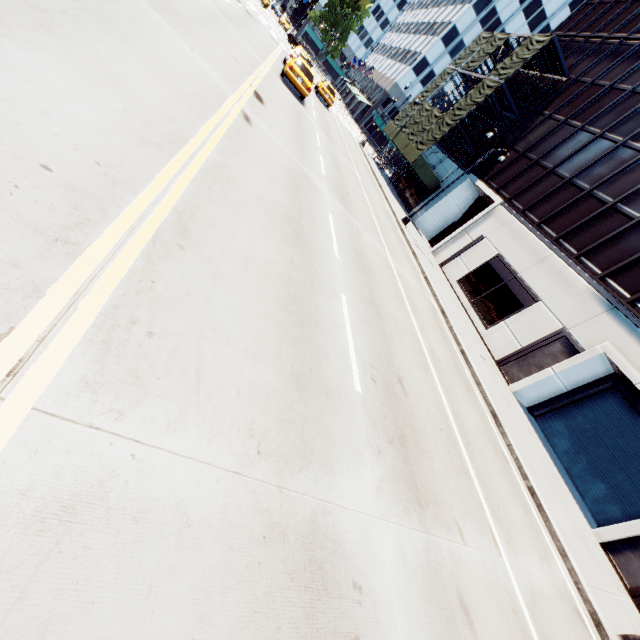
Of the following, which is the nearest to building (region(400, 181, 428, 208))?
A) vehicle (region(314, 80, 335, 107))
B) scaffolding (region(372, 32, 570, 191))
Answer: scaffolding (region(372, 32, 570, 191))

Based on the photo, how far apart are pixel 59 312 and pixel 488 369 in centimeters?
1628cm

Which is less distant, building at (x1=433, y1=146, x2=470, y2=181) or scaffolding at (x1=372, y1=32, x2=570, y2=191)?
scaffolding at (x1=372, y1=32, x2=570, y2=191)

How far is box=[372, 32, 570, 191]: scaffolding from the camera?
25.91m

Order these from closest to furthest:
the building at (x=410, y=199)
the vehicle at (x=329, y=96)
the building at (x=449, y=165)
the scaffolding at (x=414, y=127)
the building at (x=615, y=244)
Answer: the building at (x=615, y=244) < the scaffolding at (x=414, y=127) < the vehicle at (x=329, y=96) < the building at (x=449, y=165) < the building at (x=410, y=199)

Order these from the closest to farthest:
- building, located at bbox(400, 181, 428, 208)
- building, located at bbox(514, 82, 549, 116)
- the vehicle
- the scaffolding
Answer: the scaffolding → building, located at bbox(514, 82, 549, 116) → the vehicle → building, located at bbox(400, 181, 428, 208)

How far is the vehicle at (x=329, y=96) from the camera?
29.7m
